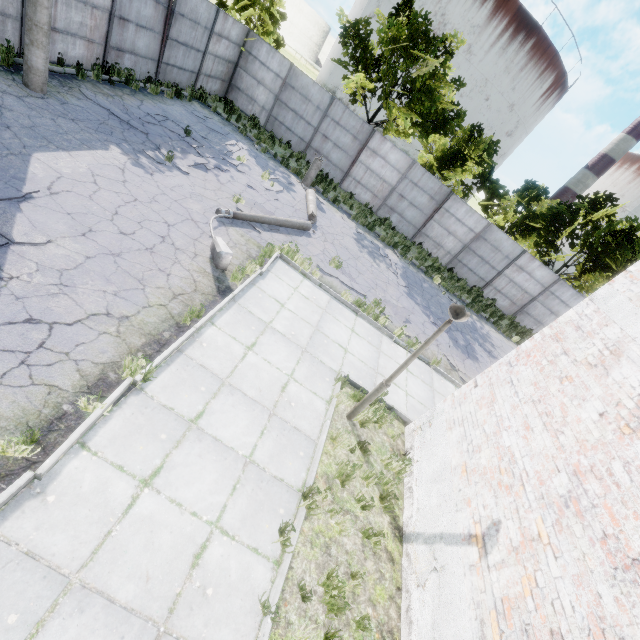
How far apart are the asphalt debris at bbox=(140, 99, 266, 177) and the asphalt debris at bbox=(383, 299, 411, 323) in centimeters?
748cm

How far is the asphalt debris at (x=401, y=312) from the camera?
11.61m

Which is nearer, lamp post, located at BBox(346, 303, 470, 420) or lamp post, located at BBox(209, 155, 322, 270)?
lamp post, located at BBox(346, 303, 470, 420)

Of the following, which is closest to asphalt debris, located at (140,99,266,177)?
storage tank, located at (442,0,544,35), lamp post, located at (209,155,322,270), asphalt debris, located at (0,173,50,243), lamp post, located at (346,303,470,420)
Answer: lamp post, located at (209,155,322,270)

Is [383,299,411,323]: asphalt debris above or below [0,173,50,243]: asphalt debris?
above

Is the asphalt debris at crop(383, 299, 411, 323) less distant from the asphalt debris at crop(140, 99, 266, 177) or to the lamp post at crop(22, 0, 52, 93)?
the asphalt debris at crop(140, 99, 266, 177)

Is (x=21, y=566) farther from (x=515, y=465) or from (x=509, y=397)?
(x=509, y=397)

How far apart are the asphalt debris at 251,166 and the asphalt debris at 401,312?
7.5m
